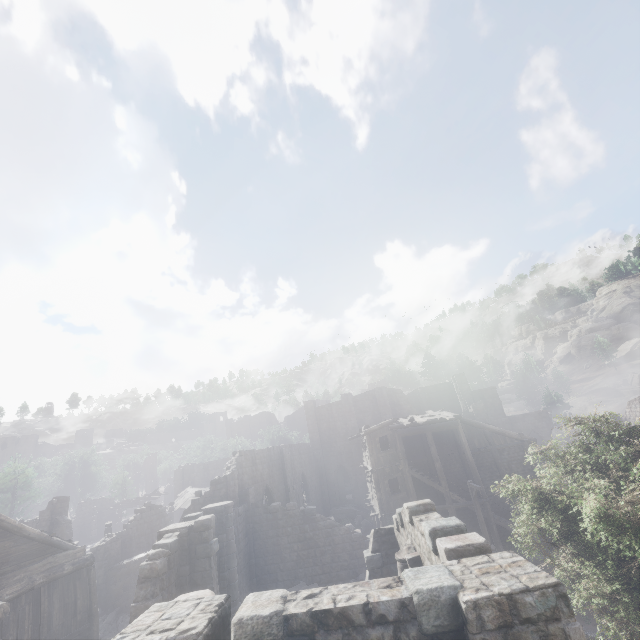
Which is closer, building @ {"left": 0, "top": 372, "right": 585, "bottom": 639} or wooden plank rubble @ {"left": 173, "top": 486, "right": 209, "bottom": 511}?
building @ {"left": 0, "top": 372, "right": 585, "bottom": 639}

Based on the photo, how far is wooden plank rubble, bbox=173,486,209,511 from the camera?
35.50m

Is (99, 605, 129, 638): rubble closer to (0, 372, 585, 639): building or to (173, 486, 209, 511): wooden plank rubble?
(0, 372, 585, 639): building

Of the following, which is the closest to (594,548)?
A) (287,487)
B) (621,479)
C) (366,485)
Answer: (621,479)

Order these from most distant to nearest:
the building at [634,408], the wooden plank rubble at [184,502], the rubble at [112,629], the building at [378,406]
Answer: the building at [634,408]
the wooden plank rubble at [184,502]
the rubble at [112,629]
the building at [378,406]

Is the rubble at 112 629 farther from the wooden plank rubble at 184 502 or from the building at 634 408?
the wooden plank rubble at 184 502
